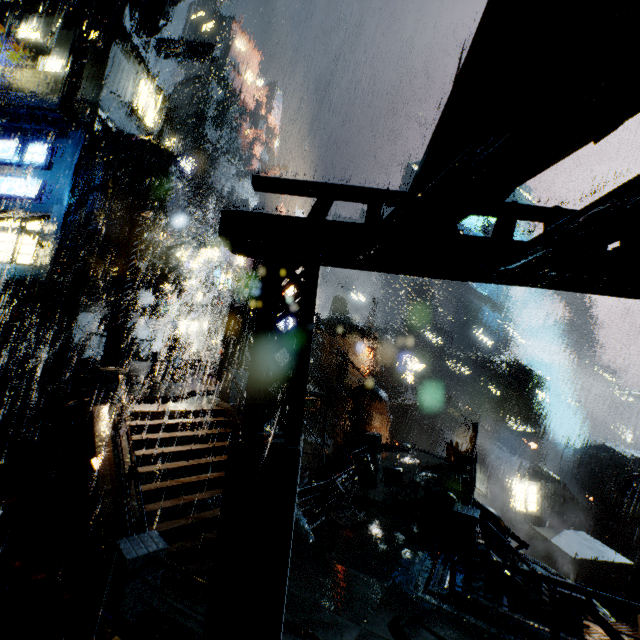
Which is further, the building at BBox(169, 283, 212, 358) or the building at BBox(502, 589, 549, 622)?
the building at BBox(169, 283, 212, 358)

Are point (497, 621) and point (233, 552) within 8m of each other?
yes

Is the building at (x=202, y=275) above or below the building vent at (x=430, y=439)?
above

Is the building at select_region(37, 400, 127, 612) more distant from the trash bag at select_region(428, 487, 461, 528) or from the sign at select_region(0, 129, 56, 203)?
the trash bag at select_region(428, 487, 461, 528)

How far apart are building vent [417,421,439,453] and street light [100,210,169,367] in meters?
50.7

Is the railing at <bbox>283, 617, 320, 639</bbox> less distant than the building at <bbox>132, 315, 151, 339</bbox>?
Yes

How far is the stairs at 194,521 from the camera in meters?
9.0 m

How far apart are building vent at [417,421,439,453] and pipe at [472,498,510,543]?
38.28m
